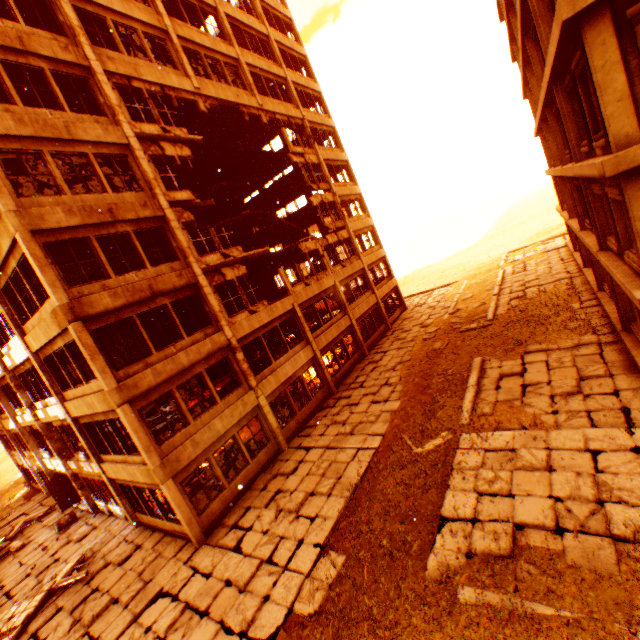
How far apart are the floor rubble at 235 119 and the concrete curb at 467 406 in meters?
19.5 m

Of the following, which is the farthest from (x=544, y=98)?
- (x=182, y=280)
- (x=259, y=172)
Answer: (x=259, y=172)

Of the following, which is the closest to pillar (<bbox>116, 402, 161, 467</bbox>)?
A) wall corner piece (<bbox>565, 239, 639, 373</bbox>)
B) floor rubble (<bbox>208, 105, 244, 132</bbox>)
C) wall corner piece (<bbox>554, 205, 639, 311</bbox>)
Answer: floor rubble (<bbox>208, 105, 244, 132</bbox>)

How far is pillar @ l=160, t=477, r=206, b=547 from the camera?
10.9m

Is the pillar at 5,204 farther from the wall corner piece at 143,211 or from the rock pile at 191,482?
the rock pile at 191,482

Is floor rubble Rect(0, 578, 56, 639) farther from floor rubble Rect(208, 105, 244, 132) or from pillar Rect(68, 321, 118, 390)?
floor rubble Rect(208, 105, 244, 132)

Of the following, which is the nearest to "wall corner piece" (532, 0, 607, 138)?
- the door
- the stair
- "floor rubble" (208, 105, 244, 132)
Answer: the door

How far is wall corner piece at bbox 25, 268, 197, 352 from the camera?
10.1m
